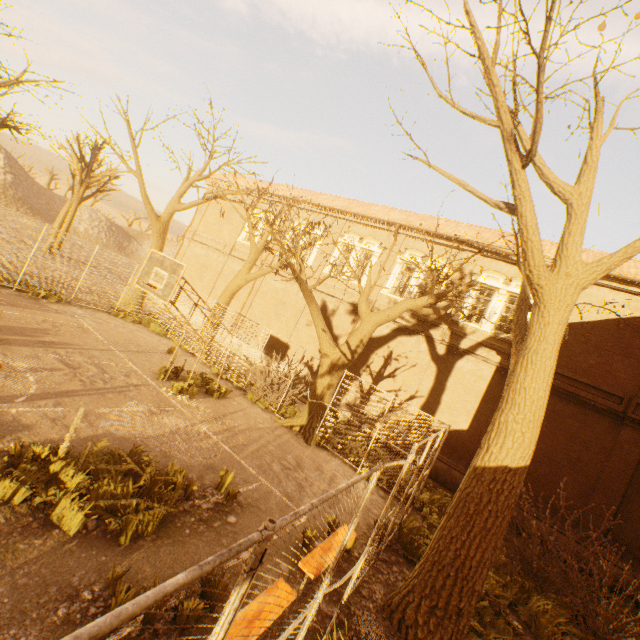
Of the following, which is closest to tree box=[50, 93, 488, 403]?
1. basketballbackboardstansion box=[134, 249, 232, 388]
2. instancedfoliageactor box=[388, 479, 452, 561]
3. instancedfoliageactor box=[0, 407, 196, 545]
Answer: instancedfoliageactor box=[388, 479, 452, 561]

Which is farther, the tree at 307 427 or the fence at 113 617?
the tree at 307 427

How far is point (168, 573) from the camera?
4.4 meters

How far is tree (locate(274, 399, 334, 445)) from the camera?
11.99m

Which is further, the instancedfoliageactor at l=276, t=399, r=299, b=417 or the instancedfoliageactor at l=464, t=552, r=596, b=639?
the instancedfoliageactor at l=276, t=399, r=299, b=417

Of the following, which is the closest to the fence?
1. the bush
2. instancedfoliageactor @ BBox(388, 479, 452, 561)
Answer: instancedfoliageactor @ BBox(388, 479, 452, 561)

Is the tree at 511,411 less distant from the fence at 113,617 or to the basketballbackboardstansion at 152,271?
the fence at 113,617

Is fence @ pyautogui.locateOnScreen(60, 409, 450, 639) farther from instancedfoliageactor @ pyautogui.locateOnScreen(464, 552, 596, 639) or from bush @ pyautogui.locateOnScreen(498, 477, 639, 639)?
bush @ pyautogui.locateOnScreen(498, 477, 639, 639)
